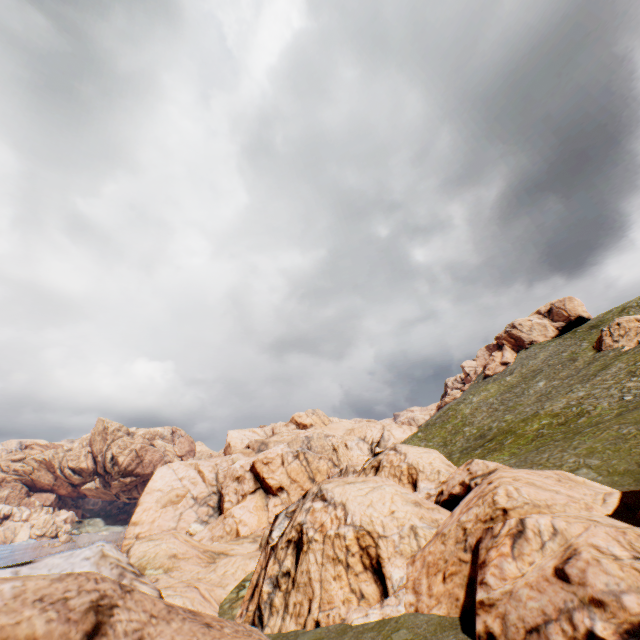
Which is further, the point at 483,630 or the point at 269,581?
the point at 269,581
